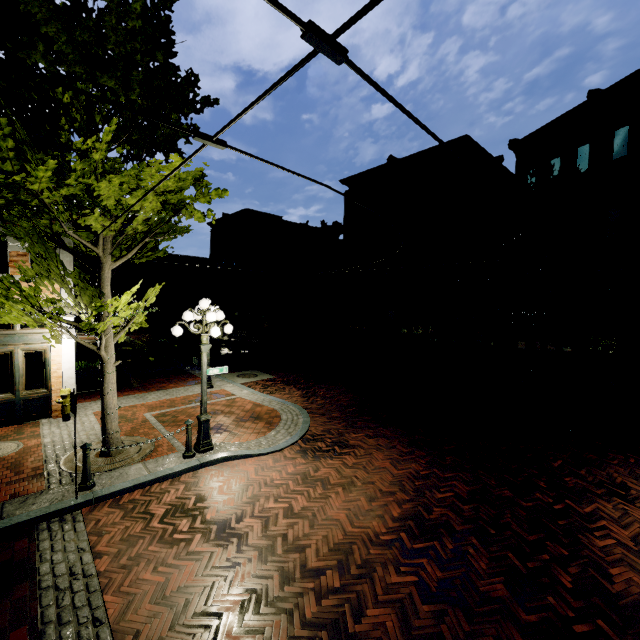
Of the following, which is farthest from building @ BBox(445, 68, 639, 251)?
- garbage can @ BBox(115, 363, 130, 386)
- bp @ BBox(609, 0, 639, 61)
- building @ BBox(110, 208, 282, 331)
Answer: bp @ BBox(609, 0, 639, 61)

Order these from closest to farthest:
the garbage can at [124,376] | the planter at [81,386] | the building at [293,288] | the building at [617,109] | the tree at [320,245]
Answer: the planter at [81,386] < the garbage can at [124,376] < the building at [617,109] < the tree at [320,245] < the building at [293,288]

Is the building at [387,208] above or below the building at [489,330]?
above

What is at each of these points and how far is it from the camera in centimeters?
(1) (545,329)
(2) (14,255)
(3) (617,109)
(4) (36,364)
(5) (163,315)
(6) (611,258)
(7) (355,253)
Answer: (1) building, 1838cm
(2) building, 884cm
(3) building, 1531cm
(4) building, 949cm
(5) building, 4347cm
(6) building, 1545cm
(7) building, 2938cm

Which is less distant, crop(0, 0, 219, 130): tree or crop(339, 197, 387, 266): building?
crop(0, 0, 219, 130): tree

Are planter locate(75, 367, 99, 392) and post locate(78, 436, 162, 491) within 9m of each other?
yes

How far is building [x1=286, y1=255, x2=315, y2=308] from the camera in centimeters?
3369cm

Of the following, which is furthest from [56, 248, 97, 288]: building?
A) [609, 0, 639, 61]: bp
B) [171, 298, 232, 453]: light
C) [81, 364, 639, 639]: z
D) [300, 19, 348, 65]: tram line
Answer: [609, 0, 639, 61]: bp
